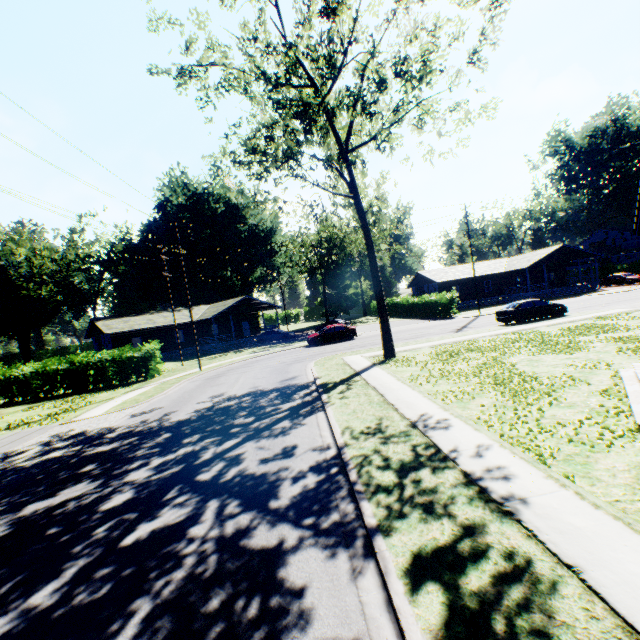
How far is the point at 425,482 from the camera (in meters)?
5.92

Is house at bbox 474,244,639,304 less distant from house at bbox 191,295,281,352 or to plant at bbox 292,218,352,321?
house at bbox 191,295,281,352

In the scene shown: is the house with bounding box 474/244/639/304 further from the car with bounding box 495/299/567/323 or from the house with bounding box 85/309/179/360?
the house with bounding box 85/309/179/360

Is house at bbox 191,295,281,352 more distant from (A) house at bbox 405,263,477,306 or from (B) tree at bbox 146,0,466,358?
(B) tree at bbox 146,0,466,358

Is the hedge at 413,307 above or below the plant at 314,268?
below

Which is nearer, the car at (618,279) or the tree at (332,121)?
the tree at (332,121)

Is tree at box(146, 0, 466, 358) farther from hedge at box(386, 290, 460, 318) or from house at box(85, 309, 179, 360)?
house at box(85, 309, 179, 360)

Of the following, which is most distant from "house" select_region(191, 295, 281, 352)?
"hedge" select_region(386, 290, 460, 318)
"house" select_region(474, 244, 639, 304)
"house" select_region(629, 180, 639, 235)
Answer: "house" select_region(629, 180, 639, 235)
